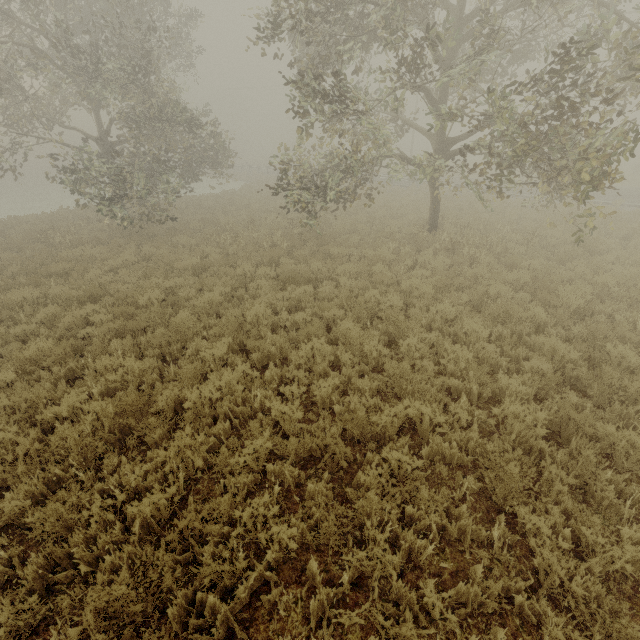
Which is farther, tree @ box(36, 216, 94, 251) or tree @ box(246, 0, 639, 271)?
tree @ box(36, 216, 94, 251)

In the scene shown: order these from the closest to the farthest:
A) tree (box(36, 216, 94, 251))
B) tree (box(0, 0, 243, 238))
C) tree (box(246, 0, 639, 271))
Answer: tree (box(246, 0, 639, 271)), tree (box(0, 0, 243, 238)), tree (box(36, 216, 94, 251))

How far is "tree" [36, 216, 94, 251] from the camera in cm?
1342

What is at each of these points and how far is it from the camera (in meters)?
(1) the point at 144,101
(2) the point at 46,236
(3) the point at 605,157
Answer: (1) tree, 12.17
(2) tree, 14.02
(3) tree, 6.39

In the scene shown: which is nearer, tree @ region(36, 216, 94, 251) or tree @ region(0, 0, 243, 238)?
tree @ region(0, 0, 243, 238)

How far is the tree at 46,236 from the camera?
13.42m

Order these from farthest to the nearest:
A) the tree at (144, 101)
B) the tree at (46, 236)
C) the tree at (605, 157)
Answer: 1. the tree at (46, 236)
2. the tree at (144, 101)
3. the tree at (605, 157)
